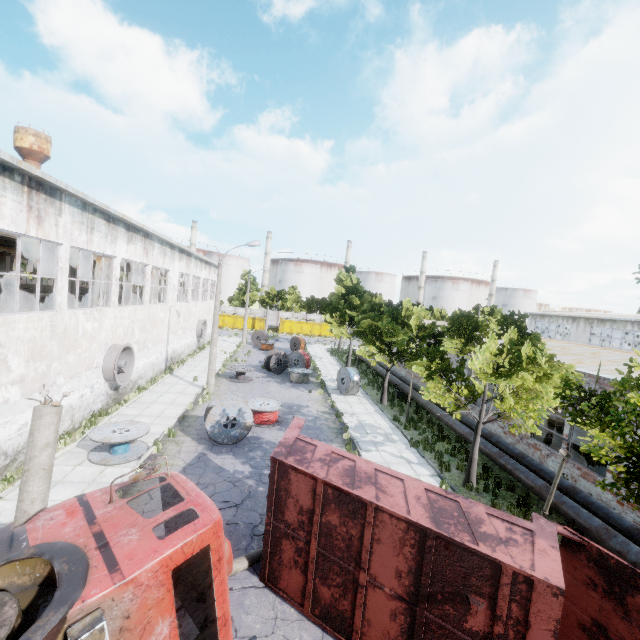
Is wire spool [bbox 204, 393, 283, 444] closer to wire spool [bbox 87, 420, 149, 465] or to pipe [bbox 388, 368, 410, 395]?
wire spool [bbox 87, 420, 149, 465]

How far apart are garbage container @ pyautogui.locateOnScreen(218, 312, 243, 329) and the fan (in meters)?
39.63

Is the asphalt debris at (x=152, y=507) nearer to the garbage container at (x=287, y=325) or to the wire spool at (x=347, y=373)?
the wire spool at (x=347, y=373)

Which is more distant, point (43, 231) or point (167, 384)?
point (167, 384)

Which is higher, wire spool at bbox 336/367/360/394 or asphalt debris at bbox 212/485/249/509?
wire spool at bbox 336/367/360/394

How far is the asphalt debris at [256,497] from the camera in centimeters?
1041cm

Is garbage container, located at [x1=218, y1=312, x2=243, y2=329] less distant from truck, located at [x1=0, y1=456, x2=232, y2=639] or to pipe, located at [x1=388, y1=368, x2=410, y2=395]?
pipe, located at [x1=388, y1=368, x2=410, y2=395]

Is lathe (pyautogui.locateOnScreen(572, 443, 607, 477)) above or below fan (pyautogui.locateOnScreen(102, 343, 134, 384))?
below
